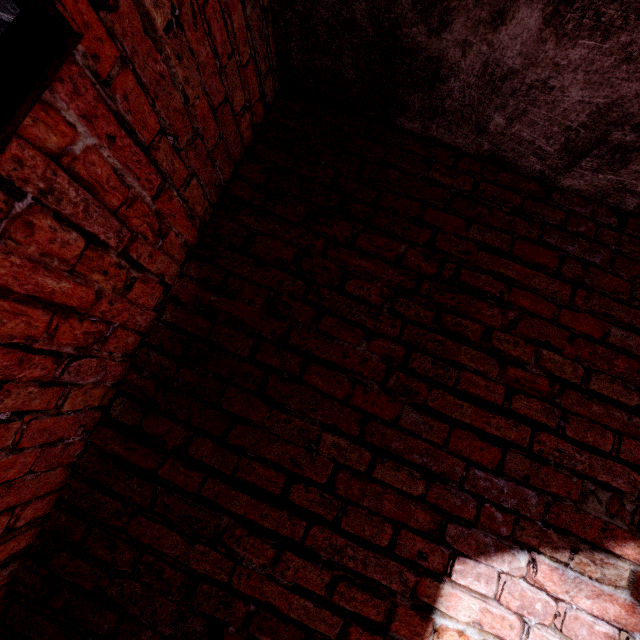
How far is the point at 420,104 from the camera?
1.42m
